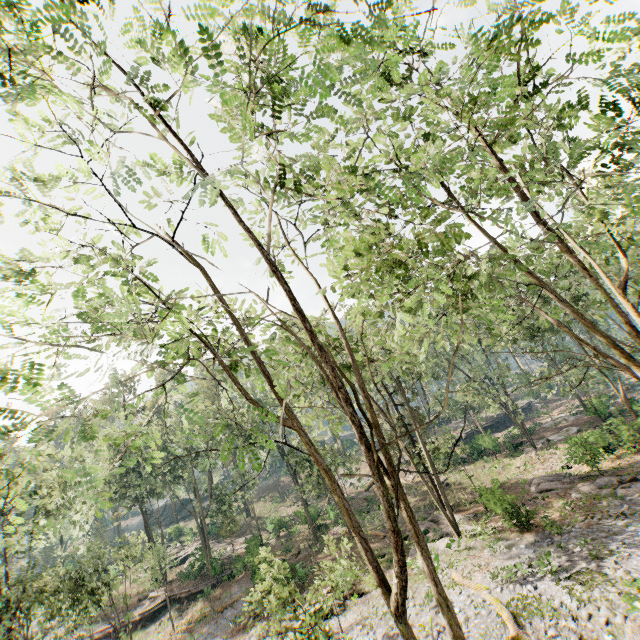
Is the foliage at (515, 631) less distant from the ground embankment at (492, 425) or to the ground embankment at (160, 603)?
the ground embankment at (160, 603)

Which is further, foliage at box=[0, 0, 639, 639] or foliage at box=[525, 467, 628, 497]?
foliage at box=[525, 467, 628, 497]

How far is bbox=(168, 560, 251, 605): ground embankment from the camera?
31.7 meters

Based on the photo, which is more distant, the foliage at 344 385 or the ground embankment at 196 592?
the ground embankment at 196 592

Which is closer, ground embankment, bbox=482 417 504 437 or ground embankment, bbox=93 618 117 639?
ground embankment, bbox=93 618 117 639

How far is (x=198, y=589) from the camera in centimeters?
3194cm

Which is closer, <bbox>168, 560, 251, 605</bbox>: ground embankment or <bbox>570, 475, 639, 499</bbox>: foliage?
<bbox>570, 475, 639, 499</bbox>: foliage
